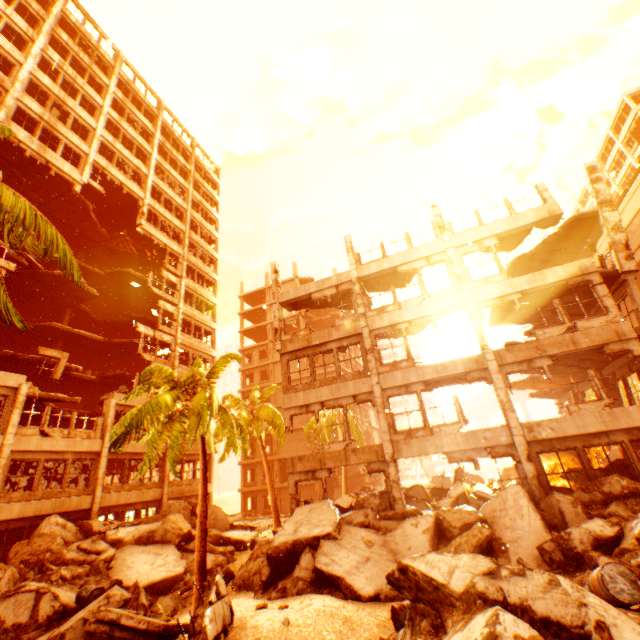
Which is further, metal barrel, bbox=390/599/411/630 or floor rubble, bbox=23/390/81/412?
floor rubble, bbox=23/390/81/412

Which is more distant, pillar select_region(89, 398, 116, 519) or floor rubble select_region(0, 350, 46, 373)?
floor rubble select_region(0, 350, 46, 373)

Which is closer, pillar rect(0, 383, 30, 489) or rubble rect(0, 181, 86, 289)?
rubble rect(0, 181, 86, 289)

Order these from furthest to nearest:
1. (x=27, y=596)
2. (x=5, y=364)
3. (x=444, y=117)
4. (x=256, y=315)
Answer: (x=256, y=315)
(x=444, y=117)
(x=5, y=364)
(x=27, y=596)

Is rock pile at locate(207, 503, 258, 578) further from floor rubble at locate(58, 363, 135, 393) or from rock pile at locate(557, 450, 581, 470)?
floor rubble at locate(58, 363, 135, 393)

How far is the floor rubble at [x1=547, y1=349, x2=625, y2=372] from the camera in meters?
14.1 m

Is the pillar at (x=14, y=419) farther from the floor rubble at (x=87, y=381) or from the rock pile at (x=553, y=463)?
the rock pile at (x=553, y=463)

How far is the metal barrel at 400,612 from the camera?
6.7 meters
